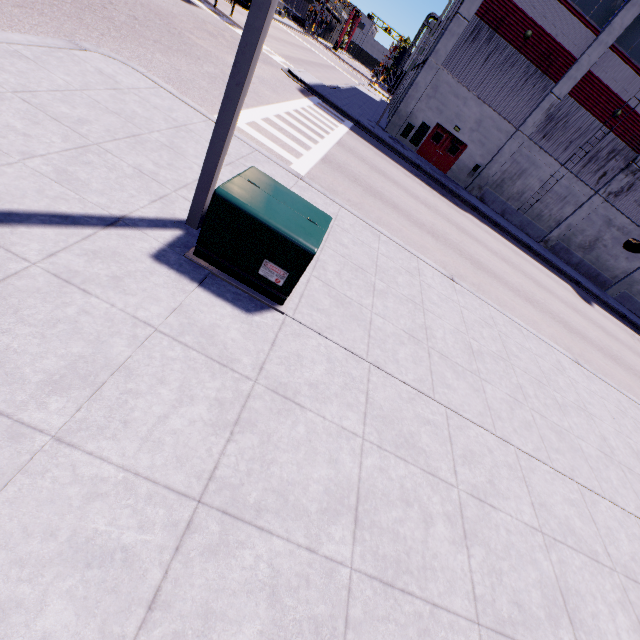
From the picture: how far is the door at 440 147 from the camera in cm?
2408

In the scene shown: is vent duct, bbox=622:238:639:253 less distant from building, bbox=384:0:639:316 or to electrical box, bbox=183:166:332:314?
building, bbox=384:0:639:316

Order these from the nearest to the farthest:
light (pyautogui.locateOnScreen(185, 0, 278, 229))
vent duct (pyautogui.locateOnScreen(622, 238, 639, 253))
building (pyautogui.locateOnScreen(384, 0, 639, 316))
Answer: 1. light (pyautogui.locateOnScreen(185, 0, 278, 229))
2. building (pyautogui.locateOnScreen(384, 0, 639, 316))
3. vent duct (pyautogui.locateOnScreen(622, 238, 639, 253))

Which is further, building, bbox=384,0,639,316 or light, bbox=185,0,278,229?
building, bbox=384,0,639,316

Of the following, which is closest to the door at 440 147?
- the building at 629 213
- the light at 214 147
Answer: the building at 629 213

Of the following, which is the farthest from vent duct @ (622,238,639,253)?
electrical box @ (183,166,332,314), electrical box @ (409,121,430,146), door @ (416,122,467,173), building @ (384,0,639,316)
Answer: electrical box @ (183,166,332,314)

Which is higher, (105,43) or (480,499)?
(480,499)

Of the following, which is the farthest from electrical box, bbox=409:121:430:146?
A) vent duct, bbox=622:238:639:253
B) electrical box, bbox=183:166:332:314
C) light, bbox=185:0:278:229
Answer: light, bbox=185:0:278:229
